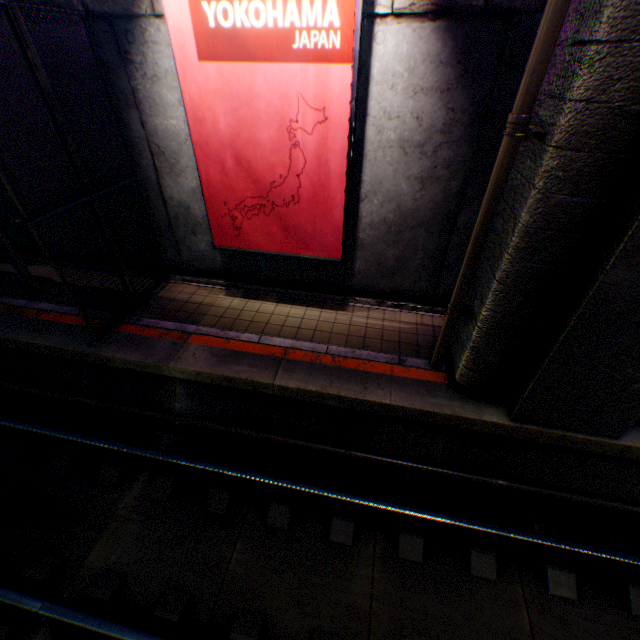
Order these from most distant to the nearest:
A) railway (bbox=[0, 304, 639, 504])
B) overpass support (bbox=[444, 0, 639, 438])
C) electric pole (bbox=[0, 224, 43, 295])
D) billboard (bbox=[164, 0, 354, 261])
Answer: electric pole (bbox=[0, 224, 43, 295]) < railway (bbox=[0, 304, 639, 504]) < billboard (bbox=[164, 0, 354, 261]) < overpass support (bbox=[444, 0, 639, 438])

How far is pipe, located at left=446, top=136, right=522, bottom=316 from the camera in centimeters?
363cm

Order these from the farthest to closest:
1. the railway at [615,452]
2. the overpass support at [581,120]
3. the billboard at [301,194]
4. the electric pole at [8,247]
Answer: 1. the electric pole at [8,247]
2. the railway at [615,452]
3. the billboard at [301,194]
4. the overpass support at [581,120]

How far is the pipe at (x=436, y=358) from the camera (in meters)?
5.18

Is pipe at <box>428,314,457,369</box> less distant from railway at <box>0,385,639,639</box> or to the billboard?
railway at <box>0,385,639,639</box>

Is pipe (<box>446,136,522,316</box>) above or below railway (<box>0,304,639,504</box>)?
above

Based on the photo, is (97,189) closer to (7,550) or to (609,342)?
(7,550)

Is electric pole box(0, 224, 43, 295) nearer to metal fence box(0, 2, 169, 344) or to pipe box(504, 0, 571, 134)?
metal fence box(0, 2, 169, 344)
